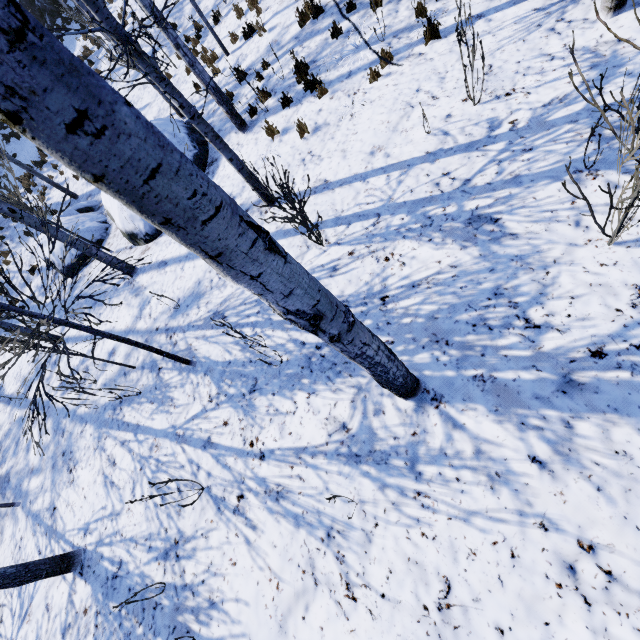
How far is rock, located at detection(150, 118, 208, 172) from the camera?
8.67m

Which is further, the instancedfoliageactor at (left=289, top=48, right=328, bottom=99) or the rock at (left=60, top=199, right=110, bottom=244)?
the rock at (left=60, top=199, right=110, bottom=244)

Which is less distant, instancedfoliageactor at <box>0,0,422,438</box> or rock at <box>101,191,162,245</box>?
instancedfoliageactor at <box>0,0,422,438</box>

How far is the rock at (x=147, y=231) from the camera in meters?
8.4 m

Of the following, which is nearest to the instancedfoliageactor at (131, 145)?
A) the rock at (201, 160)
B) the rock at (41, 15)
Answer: the rock at (41, 15)

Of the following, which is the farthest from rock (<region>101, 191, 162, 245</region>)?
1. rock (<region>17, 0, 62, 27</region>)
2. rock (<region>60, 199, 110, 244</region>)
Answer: rock (<region>17, 0, 62, 27</region>)

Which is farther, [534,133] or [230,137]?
[230,137]
